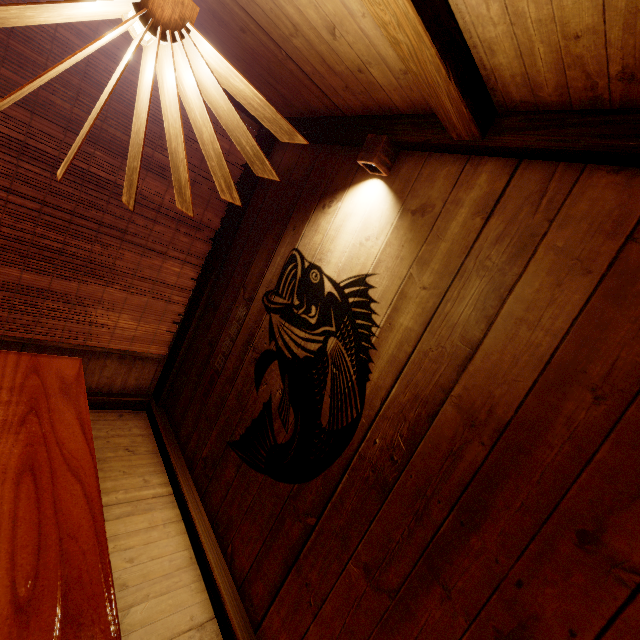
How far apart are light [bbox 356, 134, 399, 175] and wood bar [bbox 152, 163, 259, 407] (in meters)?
2.27

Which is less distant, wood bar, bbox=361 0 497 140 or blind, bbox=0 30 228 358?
wood bar, bbox=361 0 497 140

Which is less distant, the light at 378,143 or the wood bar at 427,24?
the wood bar at 427,24

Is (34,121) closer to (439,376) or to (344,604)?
(439,376)

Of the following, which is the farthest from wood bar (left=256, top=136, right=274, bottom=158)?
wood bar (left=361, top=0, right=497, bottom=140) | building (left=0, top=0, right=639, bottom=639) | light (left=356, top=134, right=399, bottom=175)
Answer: wood bar (left=361, top=0, right=497, bottom=140)

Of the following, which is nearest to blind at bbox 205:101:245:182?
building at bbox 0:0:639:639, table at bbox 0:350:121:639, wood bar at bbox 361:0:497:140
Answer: building at bbox 0:0:639:639

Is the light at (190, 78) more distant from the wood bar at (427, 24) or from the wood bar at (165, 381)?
the wood bar at (165, 381)
